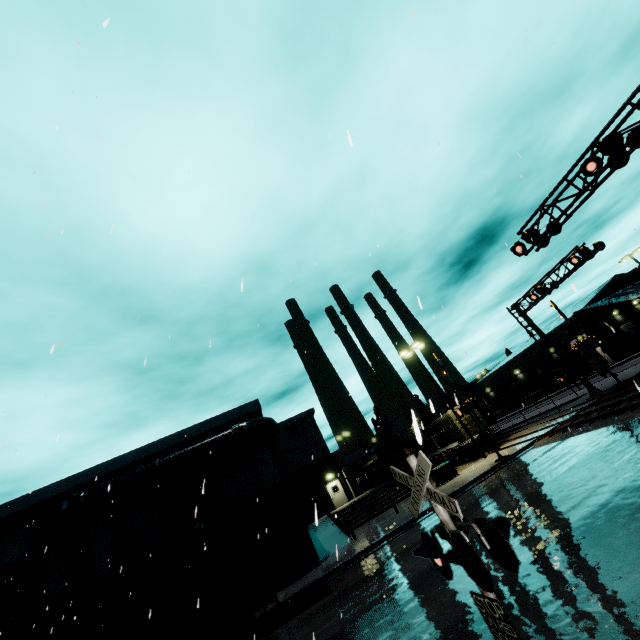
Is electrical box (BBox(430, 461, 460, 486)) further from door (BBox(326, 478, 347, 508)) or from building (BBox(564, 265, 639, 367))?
Result: door (BBox(326, 478, 347, 508))

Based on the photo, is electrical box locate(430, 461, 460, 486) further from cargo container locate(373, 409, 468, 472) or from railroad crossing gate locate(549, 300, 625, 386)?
cargo container locate(373, 409, 468, 472)

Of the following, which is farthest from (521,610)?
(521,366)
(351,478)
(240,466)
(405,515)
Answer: (521,366)

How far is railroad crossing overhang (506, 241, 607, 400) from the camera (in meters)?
21.47

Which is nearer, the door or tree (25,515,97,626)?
tree (25,515,97,626)

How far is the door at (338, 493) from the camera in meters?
33.3 m

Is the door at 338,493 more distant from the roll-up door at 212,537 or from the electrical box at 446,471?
the electrical box at 446,471

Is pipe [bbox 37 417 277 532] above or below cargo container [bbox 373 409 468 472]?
above
